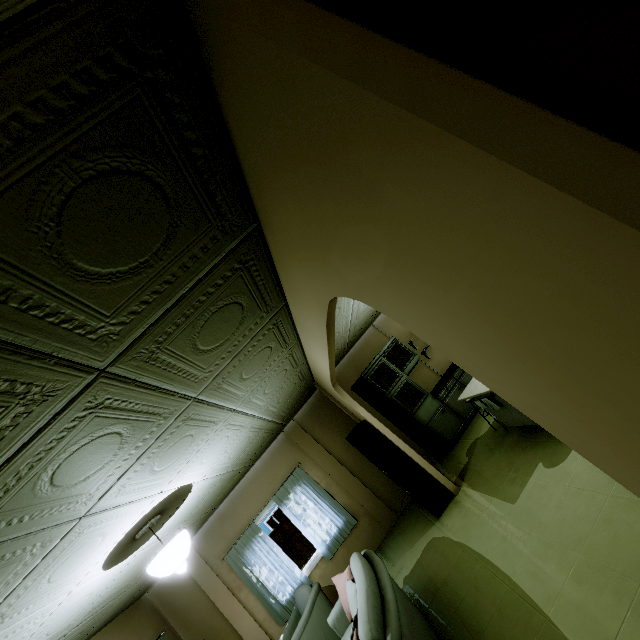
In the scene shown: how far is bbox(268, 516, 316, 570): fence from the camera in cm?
1065

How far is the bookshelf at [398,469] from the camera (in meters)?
4.72

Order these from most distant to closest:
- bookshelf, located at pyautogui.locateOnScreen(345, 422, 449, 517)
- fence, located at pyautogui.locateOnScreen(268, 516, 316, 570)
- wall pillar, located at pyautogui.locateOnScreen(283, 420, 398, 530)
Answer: fence, located at pyautogui.locateOnScreen(268, 516, 316, 570) → wall pillar, located at pyautogui.locateOnScreen(283, 420, 398, 530) → bookshelf, located at pyautogui.locateOnScreen(345, 422, 449, 517)

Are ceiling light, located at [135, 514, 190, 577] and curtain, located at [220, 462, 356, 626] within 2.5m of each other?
no

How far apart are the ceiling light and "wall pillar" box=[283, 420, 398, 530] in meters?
3.4

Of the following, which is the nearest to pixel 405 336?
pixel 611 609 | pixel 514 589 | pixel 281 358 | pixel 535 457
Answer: pixel 535 457

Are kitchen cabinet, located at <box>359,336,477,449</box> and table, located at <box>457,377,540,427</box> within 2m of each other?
yes

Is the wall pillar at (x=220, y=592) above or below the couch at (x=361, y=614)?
above
